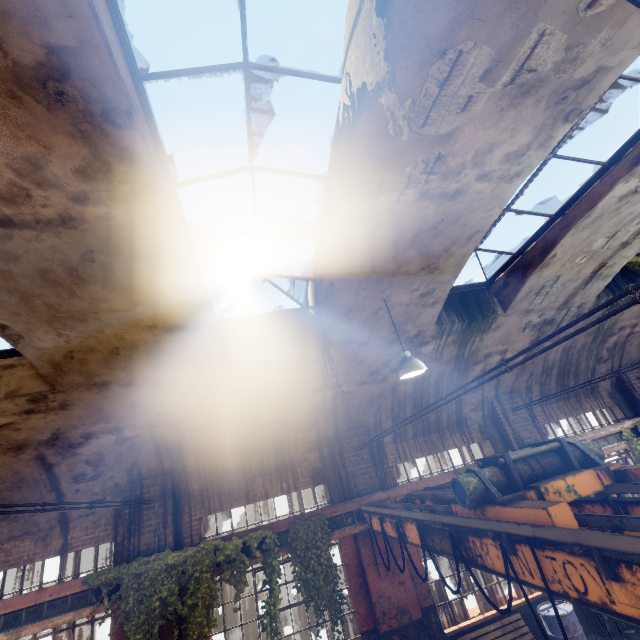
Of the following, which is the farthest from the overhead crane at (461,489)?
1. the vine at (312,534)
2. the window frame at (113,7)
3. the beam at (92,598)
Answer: the beam at (92,598)

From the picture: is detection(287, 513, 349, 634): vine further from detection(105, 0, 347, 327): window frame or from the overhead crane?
detection(105, 0, 347, 327): window frame

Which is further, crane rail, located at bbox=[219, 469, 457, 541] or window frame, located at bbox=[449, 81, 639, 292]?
crane rail, located at bbox=[219, 469, 457, 541]

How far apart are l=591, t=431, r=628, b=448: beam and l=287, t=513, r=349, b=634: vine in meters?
6.2

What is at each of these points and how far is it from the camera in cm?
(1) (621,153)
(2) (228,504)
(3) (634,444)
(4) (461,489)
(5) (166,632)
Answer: (1) window frame, 530
(2) building, 783
(3) vine, 912
(4) overhead crane, 313
(5) building, 634

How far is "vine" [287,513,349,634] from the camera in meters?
6.5

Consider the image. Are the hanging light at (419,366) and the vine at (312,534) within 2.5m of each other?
no

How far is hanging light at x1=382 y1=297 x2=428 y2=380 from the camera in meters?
5.6
